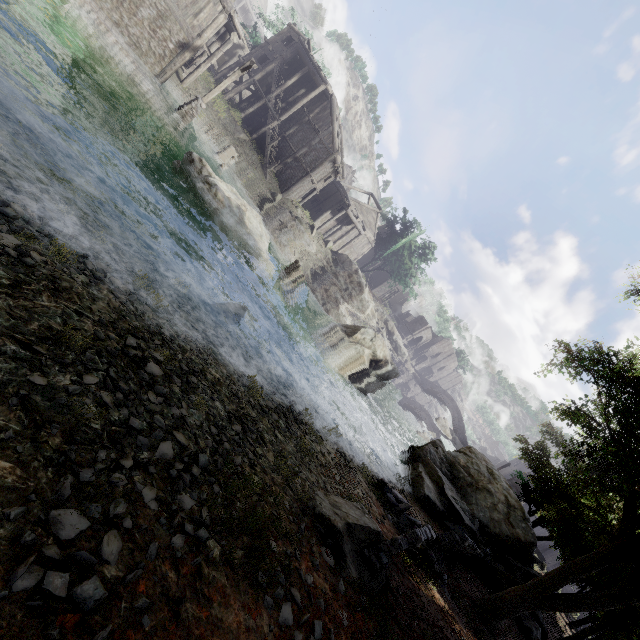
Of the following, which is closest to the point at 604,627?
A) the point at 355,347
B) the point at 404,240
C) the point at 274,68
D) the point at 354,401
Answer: the point at 354,401

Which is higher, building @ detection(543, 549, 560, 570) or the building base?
building @ detection(543, 549, 560, 570)

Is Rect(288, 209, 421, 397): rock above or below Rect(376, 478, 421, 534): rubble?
above

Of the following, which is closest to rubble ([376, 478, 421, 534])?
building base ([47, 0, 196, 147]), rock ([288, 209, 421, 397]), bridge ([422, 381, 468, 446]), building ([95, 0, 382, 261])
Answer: building ([95, 0, 382, 261])

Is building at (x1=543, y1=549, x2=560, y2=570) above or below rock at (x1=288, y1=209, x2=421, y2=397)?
above

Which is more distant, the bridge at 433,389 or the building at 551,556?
the bridge at 433,389

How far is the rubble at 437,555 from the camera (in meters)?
7.57

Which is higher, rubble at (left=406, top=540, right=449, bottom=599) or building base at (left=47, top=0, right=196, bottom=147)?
rubble at (left=406, top=540, right=449, bottom=599)
